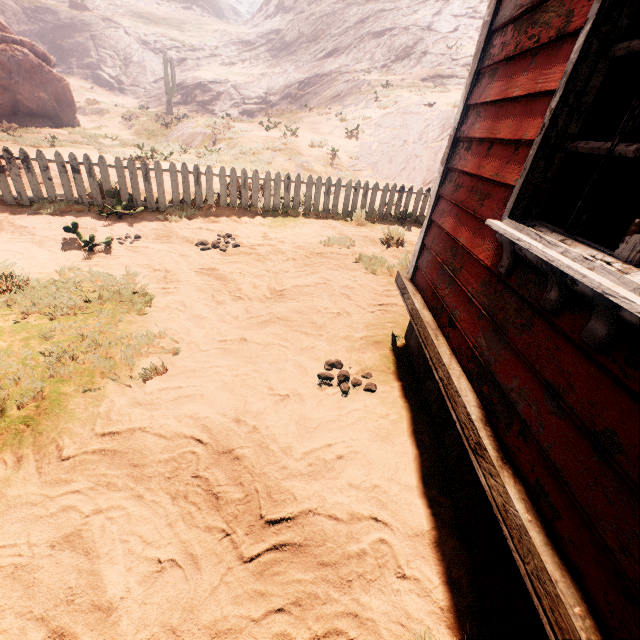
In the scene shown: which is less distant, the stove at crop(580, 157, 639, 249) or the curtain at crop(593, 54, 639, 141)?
the curtain at crop(593, 54, 639, 141)

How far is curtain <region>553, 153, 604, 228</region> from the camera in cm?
143

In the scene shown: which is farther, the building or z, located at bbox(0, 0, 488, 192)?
z, located at bbox(0, 0, 488, 192)

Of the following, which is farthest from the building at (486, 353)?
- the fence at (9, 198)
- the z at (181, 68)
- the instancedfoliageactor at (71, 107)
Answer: the instancedfoliageactor at (71, 107)

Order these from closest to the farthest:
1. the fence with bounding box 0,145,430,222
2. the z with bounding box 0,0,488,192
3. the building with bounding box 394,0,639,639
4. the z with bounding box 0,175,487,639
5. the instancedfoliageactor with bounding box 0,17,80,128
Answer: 1. the building with bounding box 394,0,639,639
2. the z with bounding box 0,175,487,639
3. the fence with bounding box 0,145,430,222
4. the z with bounding box 0,0,488,192
5. the instancedfoliageactor with bounding box 0,17,80,128

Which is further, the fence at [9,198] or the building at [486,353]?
the fence at [9,198]

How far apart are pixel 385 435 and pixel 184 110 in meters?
41.7

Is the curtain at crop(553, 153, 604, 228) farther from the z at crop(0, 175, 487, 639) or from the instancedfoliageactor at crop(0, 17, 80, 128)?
the instancedfoliageactor at crop(0, 17, 80, 128)
